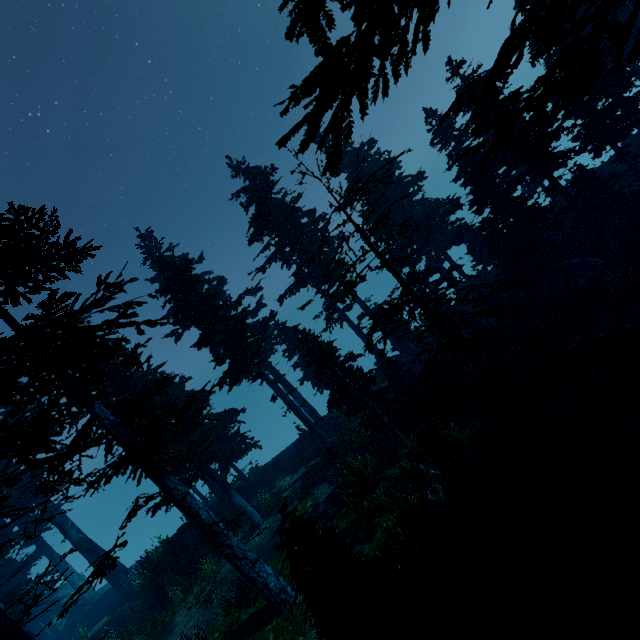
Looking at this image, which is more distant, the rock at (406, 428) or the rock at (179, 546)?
the rock at (179, 546)

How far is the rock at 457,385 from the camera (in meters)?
16.72

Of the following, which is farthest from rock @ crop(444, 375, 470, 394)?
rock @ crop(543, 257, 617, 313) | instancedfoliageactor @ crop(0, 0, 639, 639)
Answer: rock @ crop(543, 257, 617, 313)

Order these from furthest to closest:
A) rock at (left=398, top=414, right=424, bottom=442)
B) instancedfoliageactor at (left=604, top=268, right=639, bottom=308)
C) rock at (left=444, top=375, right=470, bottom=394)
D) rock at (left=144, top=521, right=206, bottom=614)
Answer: rock at (left=144, top=521, right=206, bottom=614) → rock at (left=444, top=375, right=470, bottom=394) → rock at (left=398, top=414, right=424, bottom=442) → instancedfoliageactor at (left=604, top=268, right=639, bottom=308)

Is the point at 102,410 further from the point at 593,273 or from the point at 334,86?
the point at 593,273

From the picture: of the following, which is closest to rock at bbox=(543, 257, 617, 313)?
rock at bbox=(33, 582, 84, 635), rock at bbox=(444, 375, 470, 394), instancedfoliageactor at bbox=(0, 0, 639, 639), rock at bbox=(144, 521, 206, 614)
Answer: instancedfoliageactor at bbox=(0, 0, 639, 639)

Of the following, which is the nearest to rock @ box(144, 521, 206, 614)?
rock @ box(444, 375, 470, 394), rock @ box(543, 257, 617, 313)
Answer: rock @ box(444, 375, 470, 394)
